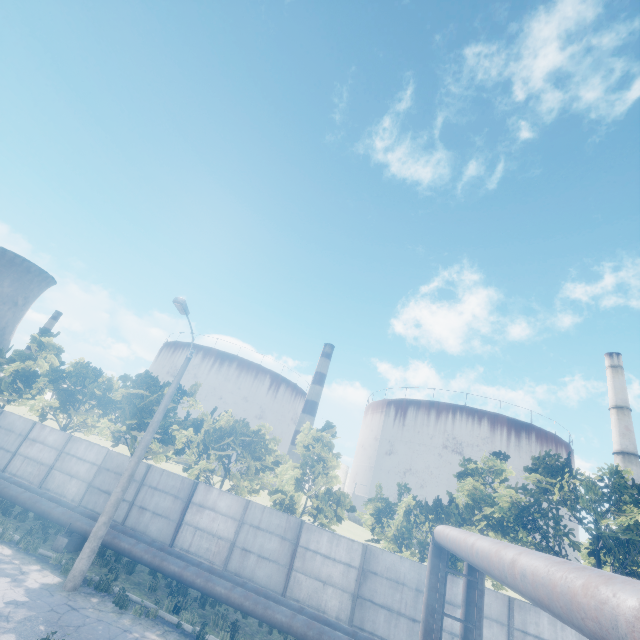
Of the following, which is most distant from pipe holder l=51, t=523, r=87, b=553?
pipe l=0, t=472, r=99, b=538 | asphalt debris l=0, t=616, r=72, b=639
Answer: asphalt debris l=0, t=616, r=72, b=639

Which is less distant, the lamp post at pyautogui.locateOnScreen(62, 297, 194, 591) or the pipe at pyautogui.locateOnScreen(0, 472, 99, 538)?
the lamp post at pyautogui.locateOnScreen(62, 297, 194, 591)

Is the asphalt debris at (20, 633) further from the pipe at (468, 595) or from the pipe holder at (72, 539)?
the pipe holder at (72, 539)

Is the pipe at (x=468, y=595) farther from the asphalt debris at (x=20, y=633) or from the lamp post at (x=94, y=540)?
the asphalt debris at (x=20, y=633)

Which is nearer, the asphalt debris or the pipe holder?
the asphalt debris

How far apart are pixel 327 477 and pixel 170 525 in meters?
8.2

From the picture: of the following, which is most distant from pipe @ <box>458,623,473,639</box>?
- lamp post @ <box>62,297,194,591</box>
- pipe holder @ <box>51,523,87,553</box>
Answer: lamp post @ <box>62,297,194,591</box>

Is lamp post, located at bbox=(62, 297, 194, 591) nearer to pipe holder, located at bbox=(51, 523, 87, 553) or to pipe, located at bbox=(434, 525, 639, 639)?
pipe, located at bbox=(434, 525, 639, 639)
